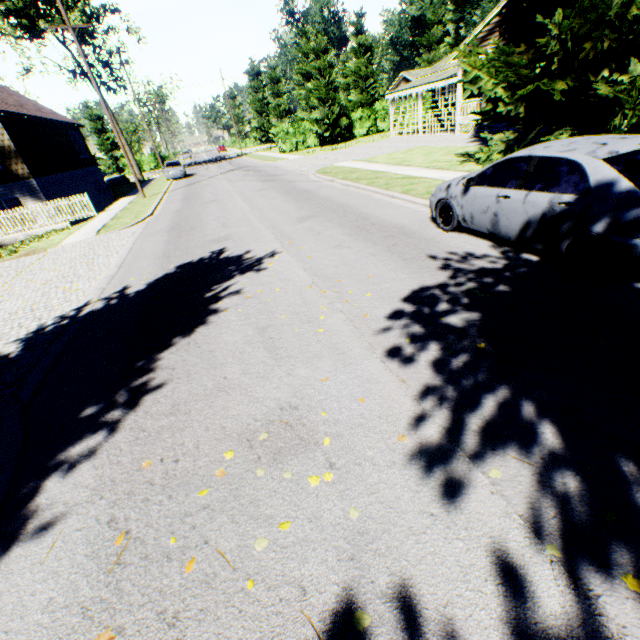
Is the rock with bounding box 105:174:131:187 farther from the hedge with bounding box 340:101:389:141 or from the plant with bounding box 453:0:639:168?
the plant with bounding box 453:0:639:168

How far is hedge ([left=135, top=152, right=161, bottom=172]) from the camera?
53.69m

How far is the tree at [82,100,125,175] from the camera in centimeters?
4956cm

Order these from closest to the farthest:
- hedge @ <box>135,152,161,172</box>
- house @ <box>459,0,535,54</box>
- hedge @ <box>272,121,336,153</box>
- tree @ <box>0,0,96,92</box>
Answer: house @ <box>459,0,535,54</box>, tree @ <box>0,0,96,92</box>, hedge @ <box>272,121,336,153</box>, hedge @ <box>135,152,161,172</box>

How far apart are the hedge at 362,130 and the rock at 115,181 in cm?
2681

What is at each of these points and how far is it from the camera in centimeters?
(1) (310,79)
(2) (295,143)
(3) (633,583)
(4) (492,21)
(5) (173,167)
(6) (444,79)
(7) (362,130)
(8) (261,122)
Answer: (1) tree, 3991cm
(2) hedge, 3681cm
(3) plant, 187cm
(4) house, 1841cm
(5) car, 3120cm
(6) car, 2288cm
(7) hedge, 3816cm
(8) tree, 5128cm

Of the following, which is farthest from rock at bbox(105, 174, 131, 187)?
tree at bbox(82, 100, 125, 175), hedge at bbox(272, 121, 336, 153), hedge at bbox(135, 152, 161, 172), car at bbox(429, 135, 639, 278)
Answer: car at bbox(429, 135, 639, 278)

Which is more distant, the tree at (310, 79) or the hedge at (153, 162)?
the hedge at (153, 162)
